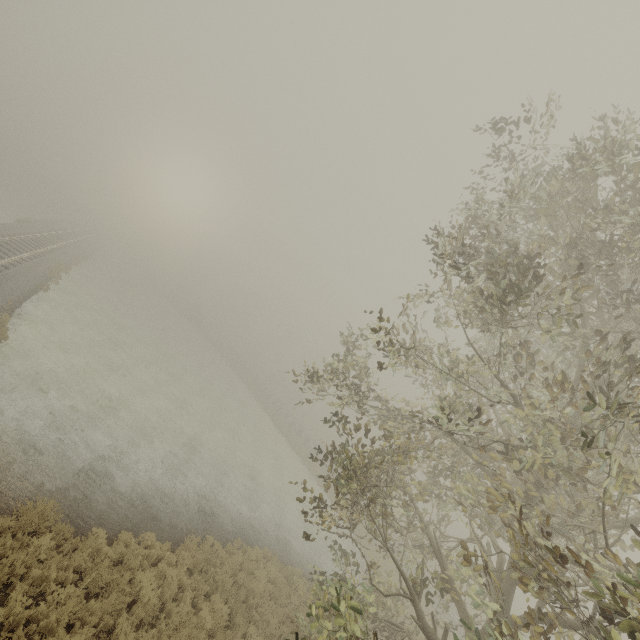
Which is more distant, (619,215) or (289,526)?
(289,526)
